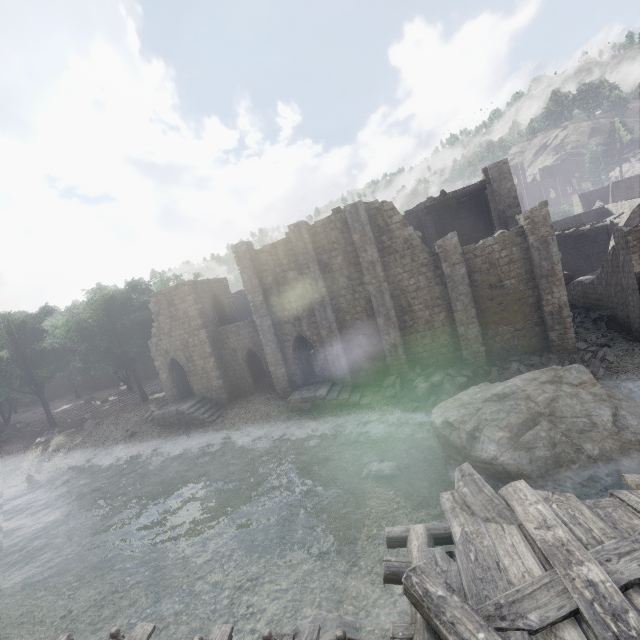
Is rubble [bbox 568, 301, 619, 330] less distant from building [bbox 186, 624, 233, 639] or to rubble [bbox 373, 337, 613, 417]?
building [bbox 186, 624, 233, 639]

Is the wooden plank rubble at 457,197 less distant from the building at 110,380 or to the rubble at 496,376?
the building at 110,380

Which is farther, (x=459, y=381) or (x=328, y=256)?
(x=328, y=256)

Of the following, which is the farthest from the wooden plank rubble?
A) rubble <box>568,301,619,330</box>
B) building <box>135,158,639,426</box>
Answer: rubble <box>568,301,619,330</box>

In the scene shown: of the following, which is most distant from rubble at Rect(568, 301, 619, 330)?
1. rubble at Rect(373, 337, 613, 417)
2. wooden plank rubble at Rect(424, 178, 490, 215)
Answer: wooden plank rubble at Rect(424, 178, 490, 215)

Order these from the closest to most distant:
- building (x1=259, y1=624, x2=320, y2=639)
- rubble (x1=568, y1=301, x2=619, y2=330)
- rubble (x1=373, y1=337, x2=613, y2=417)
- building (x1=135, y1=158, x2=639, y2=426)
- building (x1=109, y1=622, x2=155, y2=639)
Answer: building (x1=259, y1=624, x2=320, y2=639) < building (x1=109, y1=622, x2=155, y2=639) < rubble (x1=373, y1=337, x2=613, y2=417) < building (x1=135, y1=158, x2=639, y2=426) < rubble (x1=568, y1=301, x2=619, y2=330)

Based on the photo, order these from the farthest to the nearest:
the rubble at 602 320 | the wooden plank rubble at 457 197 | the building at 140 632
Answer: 1. the wooden plank rubble at 457 197
2. the rubble at 602 320
3. the building at 140 632

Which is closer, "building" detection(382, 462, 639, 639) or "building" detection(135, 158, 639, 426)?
"building" detection(382, 462, 639, 639)
